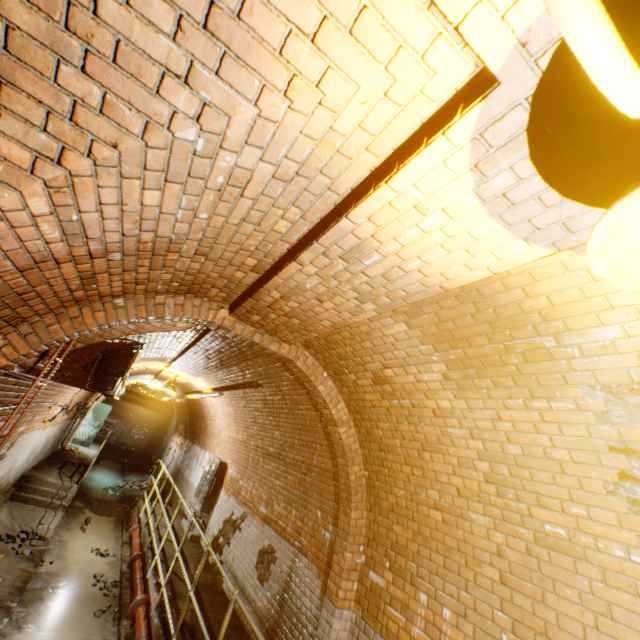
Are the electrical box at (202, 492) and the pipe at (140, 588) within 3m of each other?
yes

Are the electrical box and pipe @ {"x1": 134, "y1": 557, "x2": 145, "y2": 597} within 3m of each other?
yes

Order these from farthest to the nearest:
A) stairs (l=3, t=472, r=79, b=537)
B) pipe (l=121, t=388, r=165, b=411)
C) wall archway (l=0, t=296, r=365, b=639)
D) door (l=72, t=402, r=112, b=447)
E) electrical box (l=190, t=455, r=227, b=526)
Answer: door (l=72, t=402, r=112, b=447) < pipe (l=121, t=388, r=165, b=411) < electrical box (l=190, t=455, r=227, b=526) < stairs (l=3, t=472, r=79, b=537) < wall archway (l=0, t=296, r=365, b=639)

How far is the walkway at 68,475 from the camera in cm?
950

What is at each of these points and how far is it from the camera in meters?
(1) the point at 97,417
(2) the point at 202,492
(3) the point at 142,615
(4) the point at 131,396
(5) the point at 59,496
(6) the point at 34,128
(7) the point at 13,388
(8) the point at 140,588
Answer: (1) door, 16.3
(2) electrical box, 8.9
(3) pipe, 5.4
(4) pipe, 14.1
(5) stairs, 8.8
(6) building tunnel, 1.2
(7) building tunnel, 4.1
(8) pipe, 6.2

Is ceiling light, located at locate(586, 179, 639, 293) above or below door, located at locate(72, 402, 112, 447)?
above

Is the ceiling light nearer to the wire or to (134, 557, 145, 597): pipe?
the wire

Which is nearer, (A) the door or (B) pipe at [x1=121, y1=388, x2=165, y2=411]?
(B) pipe at [x1=121, y1=388, x2=165, y2=411]
